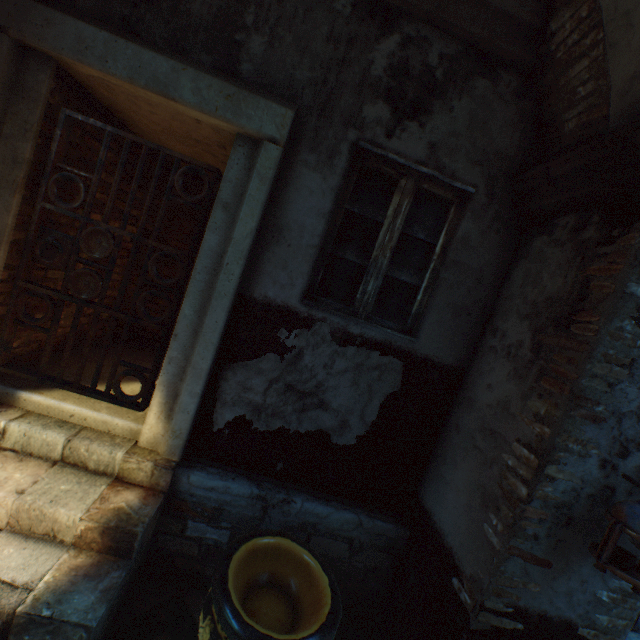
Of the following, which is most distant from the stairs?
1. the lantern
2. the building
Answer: the lantern

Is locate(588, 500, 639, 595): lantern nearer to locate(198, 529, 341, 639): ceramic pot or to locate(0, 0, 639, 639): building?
locate(0, 0, 639, 639): building

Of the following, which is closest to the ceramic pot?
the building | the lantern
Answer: the building

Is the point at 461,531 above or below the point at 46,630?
above

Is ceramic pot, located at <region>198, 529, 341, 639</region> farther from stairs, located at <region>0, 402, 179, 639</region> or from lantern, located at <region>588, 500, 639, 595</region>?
lantern, located at <region>588, 500, 639, 595</region>

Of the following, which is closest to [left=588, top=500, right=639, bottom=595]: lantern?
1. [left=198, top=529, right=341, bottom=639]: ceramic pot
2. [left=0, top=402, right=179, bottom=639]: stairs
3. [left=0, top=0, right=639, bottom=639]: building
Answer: [left=0, top=0, right=639, bottom=639]: building

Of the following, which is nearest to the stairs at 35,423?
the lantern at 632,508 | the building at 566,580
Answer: the building at 566,580

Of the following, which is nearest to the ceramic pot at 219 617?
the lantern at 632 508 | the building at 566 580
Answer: the building at 566 580
